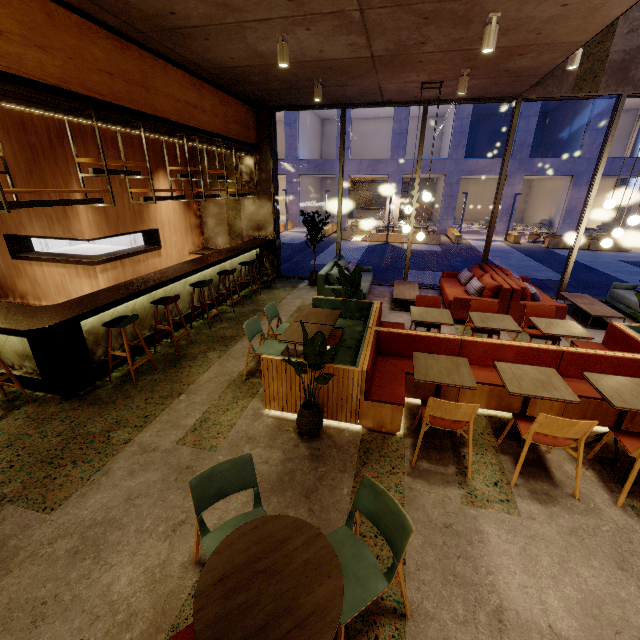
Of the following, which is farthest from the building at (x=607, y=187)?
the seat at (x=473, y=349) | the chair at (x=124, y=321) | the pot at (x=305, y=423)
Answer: the pot at (x=305, y=423)

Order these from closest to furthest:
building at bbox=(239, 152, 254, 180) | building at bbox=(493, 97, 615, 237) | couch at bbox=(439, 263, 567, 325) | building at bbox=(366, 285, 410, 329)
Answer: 1. couch at bbox=(439, 263, 567, 325)
2. building at bbox=(366, 285, 410, 329)
3. building at bbox=(239, 152, 254, 180)
4. building at bbox=(493, 97, 615, 237)

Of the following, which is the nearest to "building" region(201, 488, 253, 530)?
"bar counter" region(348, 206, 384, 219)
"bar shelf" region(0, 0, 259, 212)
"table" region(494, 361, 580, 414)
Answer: "bar shelf" region(0, 0, 259, 212)

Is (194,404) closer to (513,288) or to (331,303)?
(331,303)

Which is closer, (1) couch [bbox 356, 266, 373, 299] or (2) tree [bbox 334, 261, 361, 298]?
(2) tree [bbox 334, 261, 361, 298]

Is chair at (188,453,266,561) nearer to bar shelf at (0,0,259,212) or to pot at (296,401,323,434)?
pot at (296,401,323,434)

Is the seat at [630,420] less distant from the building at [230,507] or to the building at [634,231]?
the building at [230,507]

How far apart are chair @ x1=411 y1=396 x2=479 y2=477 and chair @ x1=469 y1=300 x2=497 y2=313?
2.2m
